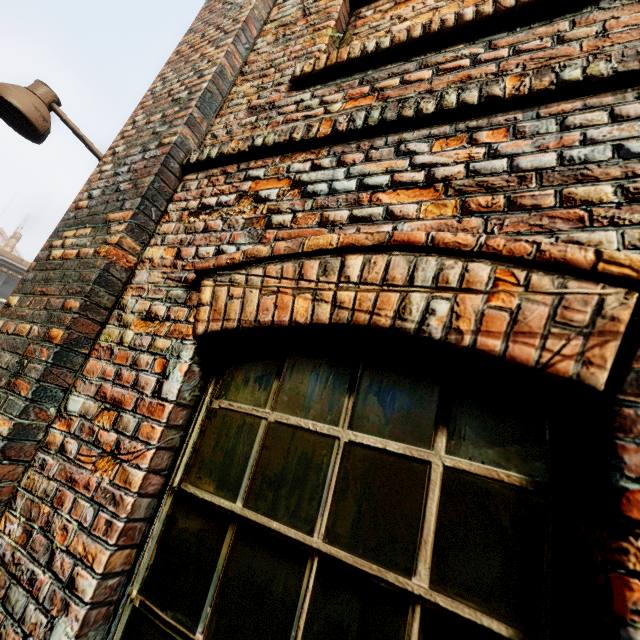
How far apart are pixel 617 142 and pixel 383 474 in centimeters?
122cm
